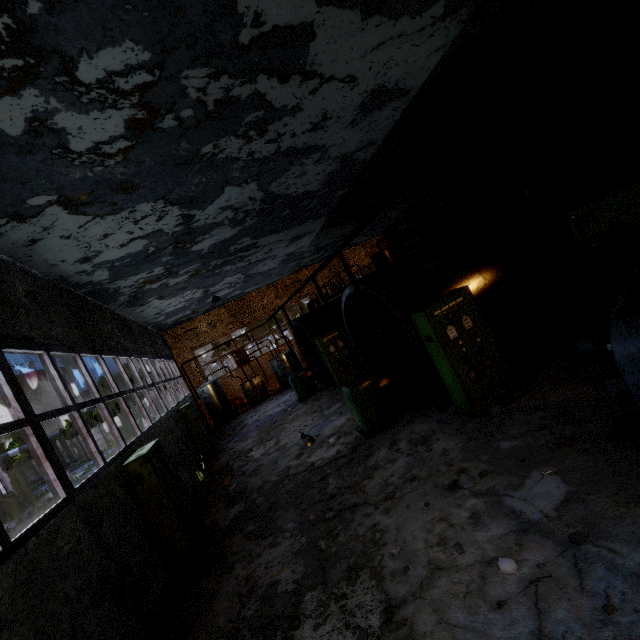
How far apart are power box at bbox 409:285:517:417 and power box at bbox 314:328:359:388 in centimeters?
725cm

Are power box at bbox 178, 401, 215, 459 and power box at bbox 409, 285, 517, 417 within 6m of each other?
no

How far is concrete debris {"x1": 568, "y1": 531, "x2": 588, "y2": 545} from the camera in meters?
3.3

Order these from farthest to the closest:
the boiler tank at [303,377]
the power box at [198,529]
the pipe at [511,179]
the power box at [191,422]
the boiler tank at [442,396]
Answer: the boiler tank at [303,377]
the power box at [191,422]
the pipe at [511,179]
the boiler tank at [442,396]
the power box at [198,529]

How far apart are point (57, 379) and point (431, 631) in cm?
656

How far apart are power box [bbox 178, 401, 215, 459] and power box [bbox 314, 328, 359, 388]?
5.97m

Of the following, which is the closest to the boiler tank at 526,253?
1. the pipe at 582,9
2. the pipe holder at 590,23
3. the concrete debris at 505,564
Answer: the concrete debris at 505,564

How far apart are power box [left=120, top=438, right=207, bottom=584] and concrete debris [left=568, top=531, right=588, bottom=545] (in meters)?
6.09
